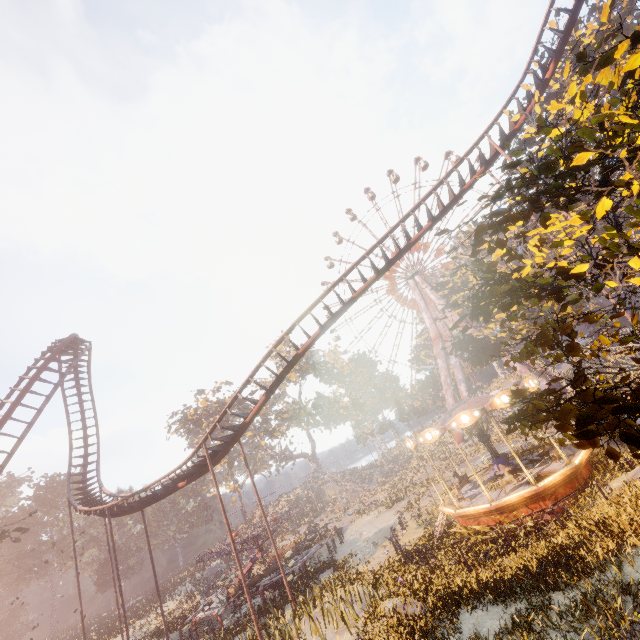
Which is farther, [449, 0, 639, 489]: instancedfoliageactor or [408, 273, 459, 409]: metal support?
[408, 273, 459, 409]: metal support

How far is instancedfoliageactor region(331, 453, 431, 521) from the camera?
29.5 meters

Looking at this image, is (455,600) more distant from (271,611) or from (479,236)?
(271,611)

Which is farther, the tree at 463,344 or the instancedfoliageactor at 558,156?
the tree at 463,344

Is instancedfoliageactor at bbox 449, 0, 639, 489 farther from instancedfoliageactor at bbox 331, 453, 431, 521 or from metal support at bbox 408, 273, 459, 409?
instancedfoliageactor at bbox 331, 453, 431, 521

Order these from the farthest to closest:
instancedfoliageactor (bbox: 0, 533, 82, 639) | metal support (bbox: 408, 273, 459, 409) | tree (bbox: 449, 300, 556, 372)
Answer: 1. instancedfoliageactor (bbox: 0, 533, 82, 639)
2. metal support (bbox: 408, 273, 459, 409)
3. tree (bbox: 449, 300, 556, 372)

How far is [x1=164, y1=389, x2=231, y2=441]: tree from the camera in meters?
51.3

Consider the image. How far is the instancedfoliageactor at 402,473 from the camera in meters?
29.5
